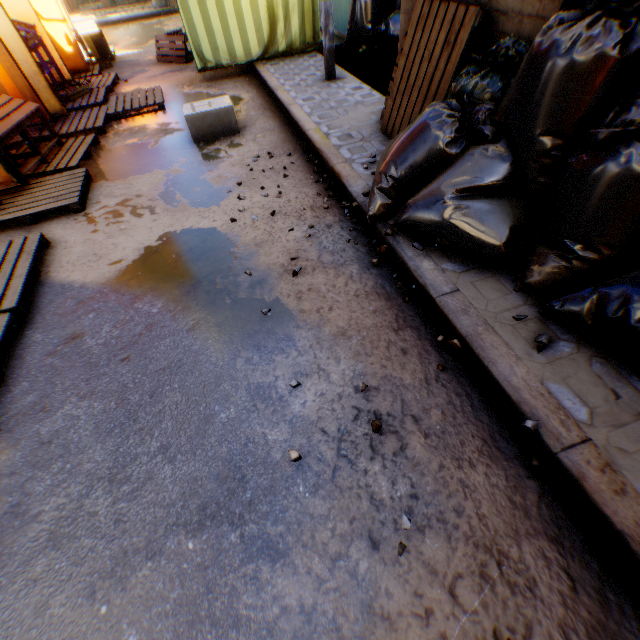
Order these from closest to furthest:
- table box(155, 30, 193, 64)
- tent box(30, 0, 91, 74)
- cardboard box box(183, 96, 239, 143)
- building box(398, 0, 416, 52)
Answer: building box(398, 0, 416, 52) → cardboard box box(183, 96, 239, 143) → tent box(30, 0, 91, 74) → table box(155, 30, 193, 64)

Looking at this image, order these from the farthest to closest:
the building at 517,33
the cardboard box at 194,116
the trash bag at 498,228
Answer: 1. the cardboard box at 194,116
2. the building at 517,33
3. the trash bag at 498,228

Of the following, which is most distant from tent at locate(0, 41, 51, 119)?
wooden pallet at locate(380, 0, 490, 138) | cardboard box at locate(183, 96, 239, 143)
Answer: wooden pallet at locate(380, 0, 490, 138)

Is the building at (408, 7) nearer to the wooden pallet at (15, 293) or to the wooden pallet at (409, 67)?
the wooden pallet at (409, 67)

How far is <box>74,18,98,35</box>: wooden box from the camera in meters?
8.7

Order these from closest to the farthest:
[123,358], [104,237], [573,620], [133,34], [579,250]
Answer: [573,620] → [579,250] → [123,358] → [104,237] → [133,34]

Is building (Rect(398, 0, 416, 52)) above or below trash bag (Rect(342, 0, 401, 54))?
above

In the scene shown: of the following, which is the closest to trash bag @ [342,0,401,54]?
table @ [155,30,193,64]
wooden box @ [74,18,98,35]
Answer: table @ [155,30,193,64]
